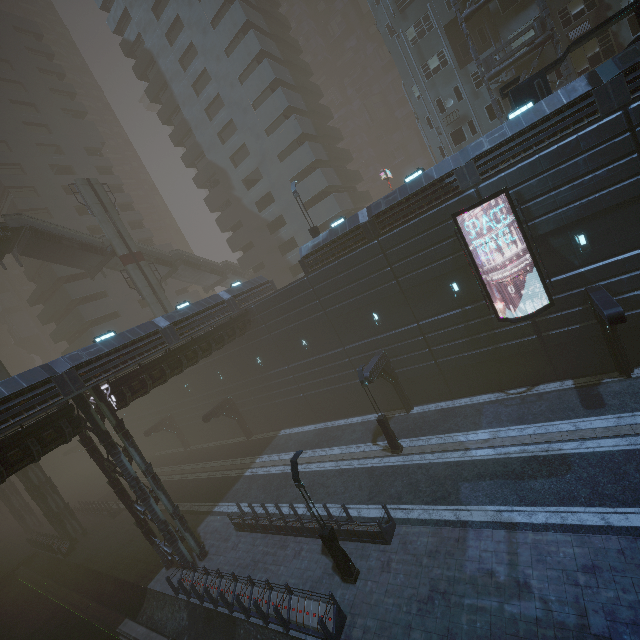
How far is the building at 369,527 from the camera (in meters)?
13.96

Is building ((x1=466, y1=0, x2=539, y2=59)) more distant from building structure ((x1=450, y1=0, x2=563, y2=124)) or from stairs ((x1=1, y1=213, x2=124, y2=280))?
stairs ((x1=1, y1=213, x2=124, y2=280))

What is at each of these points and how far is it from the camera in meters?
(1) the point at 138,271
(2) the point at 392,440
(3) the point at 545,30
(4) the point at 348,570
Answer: (1) sm, 32.1 m
(2) street light, 19.2 m
(3) building structure, 21.6 m
(4) street light, 13.0 m

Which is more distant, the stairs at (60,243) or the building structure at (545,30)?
the stairs at (60,243)

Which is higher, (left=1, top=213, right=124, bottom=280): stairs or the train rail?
(left=1, top=213, right=124, bottom=280): stairs

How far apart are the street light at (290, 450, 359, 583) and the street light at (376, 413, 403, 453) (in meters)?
6.68

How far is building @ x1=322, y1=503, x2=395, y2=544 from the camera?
14.0 meters
